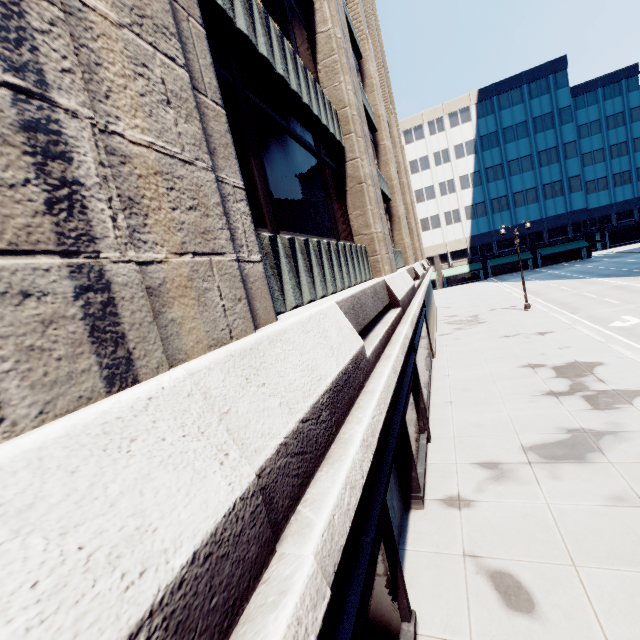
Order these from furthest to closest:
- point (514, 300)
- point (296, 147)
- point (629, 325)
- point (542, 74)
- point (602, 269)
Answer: point (542, 74) < point (602, 269) < point (514, 300) < point (629, 325) < point (296, 147)

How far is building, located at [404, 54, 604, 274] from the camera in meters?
52.8

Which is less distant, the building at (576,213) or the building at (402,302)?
the building at (402,302)

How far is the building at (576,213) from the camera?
52.78m

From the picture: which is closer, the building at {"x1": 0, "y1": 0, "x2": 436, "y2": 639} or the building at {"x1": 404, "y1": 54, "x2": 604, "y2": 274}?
the building at {"x1": 0, "y1": 0, "x2": 436, "y2": 639}
